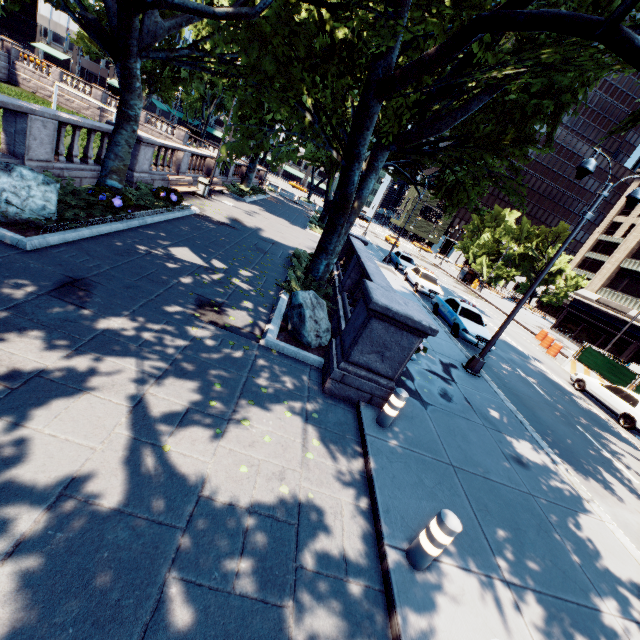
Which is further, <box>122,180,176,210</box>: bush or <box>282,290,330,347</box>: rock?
<box>122,180,176,210</box>: bush

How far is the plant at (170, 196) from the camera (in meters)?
13.09

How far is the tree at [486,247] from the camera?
51.91m

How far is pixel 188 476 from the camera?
3.8 meters

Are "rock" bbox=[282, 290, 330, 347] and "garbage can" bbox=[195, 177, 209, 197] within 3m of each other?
no

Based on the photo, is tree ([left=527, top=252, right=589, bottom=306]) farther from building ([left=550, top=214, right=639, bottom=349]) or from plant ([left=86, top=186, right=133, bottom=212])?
building ([left=550, top=214, right=639, bottom=349])

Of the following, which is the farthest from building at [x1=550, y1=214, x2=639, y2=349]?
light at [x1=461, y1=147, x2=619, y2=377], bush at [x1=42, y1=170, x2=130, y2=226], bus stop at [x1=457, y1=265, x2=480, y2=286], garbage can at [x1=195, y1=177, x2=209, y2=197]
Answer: garbage can at [x1=195, y1=177, x2=209, y2=197]

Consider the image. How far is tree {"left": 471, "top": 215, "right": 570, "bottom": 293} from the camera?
51.9 meters
